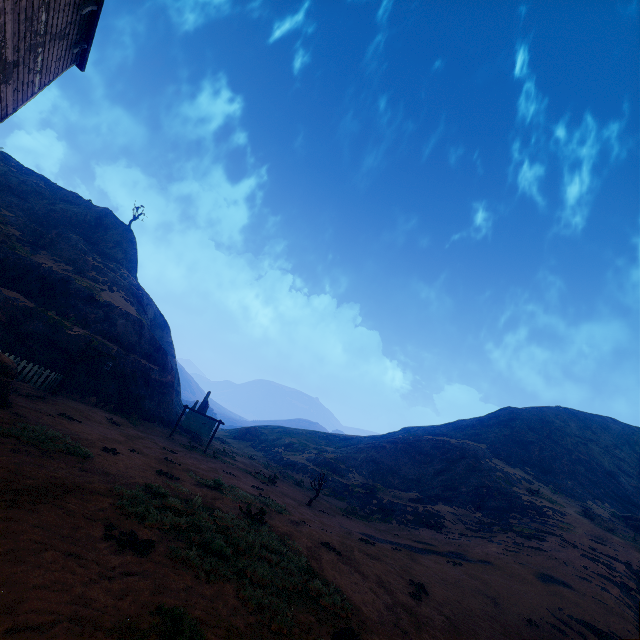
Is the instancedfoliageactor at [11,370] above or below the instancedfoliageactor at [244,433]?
below

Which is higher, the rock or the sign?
the rock

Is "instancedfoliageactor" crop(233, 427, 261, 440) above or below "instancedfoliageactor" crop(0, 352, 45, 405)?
above

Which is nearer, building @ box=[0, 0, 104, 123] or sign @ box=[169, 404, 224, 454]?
building @ box=[0, 0, 104, 123]

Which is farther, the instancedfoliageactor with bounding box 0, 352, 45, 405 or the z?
the instancedfoliageactor with bounding box 0, 352, 45, 405

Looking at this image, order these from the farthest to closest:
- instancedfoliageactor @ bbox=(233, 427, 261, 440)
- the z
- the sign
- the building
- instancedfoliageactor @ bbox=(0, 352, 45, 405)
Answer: instancedfoliageactor @ bbox=(233, 427, 261, 440)
the sign
instancedfoliageactor @ bbox=(0, 352, 45, 405)
the building
the z

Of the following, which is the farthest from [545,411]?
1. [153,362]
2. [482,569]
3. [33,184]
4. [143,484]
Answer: [33,184]

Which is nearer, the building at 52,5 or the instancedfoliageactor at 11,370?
the building at 52,5
